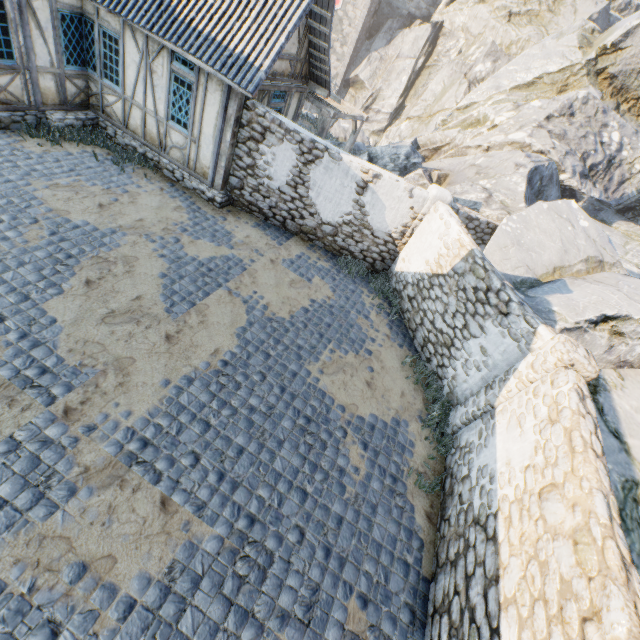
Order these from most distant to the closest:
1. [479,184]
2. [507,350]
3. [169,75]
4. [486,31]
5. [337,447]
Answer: [486,31]
[479,184]
[169,75]
[507,350]
[337,447]

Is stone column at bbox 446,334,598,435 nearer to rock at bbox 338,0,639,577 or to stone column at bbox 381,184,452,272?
rock at bbox 338,0,639,577

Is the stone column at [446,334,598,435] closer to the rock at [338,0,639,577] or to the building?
the rock at [338,0,639,577]

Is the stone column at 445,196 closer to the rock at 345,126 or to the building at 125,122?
the rock at 345,126

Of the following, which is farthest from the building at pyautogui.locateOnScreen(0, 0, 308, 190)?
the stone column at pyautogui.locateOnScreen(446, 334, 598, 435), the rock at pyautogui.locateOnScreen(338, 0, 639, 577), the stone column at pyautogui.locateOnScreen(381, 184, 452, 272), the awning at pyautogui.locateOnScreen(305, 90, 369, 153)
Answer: the stone column at pyautogui.locateOnScreen(446, 334, 598, 435)

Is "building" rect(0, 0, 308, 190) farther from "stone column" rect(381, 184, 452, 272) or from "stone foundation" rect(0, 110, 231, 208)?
"stone column" rect(381, 184, 452, 272)

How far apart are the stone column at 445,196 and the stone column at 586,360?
4.96m

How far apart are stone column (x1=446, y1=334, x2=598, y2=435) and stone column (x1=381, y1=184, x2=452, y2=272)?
5.0m
